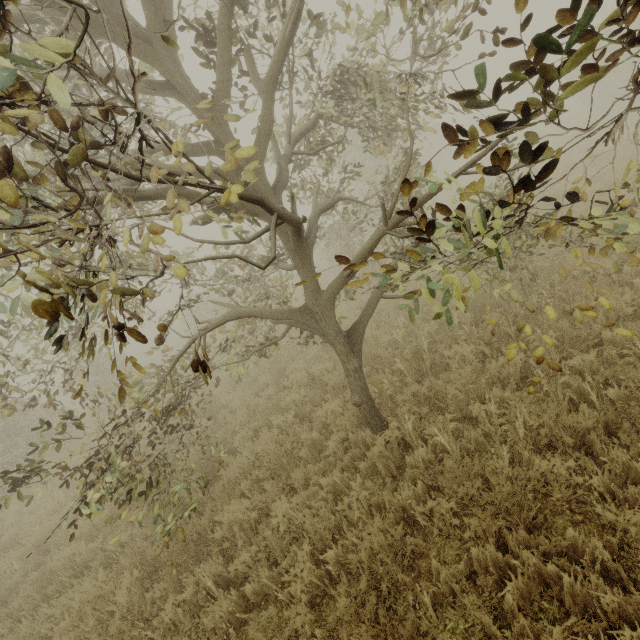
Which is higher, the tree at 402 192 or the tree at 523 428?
the tree at 402 192

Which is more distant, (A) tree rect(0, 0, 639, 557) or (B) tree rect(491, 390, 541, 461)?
(B) tree rect(491, 390, 541, 461)

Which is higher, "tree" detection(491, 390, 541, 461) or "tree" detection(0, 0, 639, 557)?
"tree" detection(0, 0, 639, 557)

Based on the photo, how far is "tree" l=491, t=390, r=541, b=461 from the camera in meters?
3.5

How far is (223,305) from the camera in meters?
4.4 m

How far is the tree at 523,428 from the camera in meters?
3.5 m
